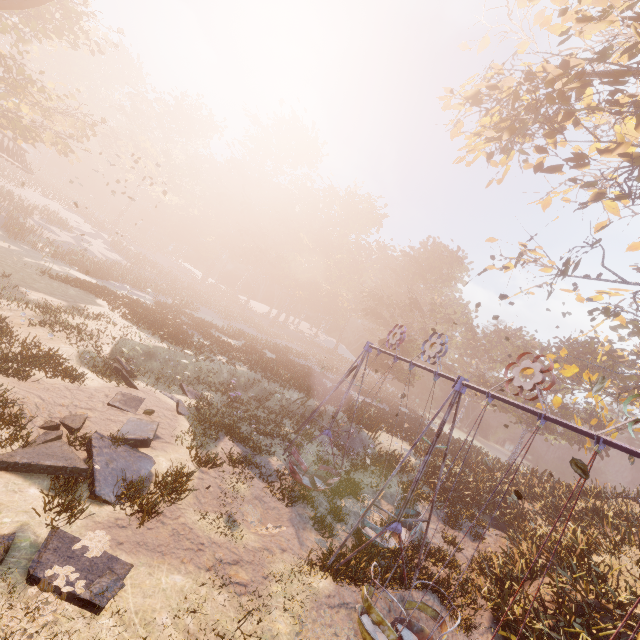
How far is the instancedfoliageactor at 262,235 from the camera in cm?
5656

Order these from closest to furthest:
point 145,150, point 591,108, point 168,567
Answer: point 168,567 → point 591,108 → point 145,150

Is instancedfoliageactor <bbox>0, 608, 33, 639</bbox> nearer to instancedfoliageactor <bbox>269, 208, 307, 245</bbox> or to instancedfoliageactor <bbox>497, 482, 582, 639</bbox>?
instancedfoliageactor <bbox>497, 482, 582, 639</bbox>

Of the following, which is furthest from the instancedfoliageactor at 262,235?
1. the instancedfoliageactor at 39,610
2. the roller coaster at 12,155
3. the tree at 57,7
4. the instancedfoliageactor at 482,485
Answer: the instancedfoliageactor at 482,485

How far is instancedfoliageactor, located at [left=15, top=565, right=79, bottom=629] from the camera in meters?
4.7

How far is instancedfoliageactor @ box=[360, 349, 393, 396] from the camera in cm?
3812

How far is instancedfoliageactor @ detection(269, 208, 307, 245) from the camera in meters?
57.3

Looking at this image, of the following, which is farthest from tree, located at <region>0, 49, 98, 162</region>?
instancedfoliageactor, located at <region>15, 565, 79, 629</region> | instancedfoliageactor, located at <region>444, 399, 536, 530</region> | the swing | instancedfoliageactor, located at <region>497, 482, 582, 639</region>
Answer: instancedfoliageactor, located at <region>444, 399, 536, 530</region>
